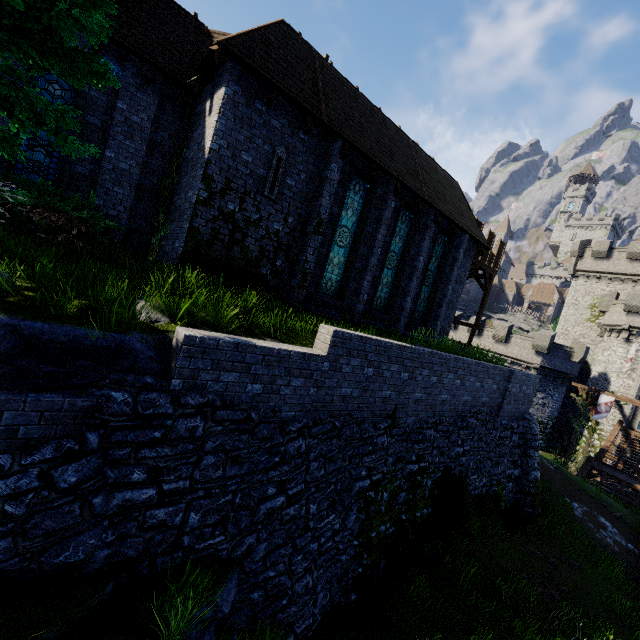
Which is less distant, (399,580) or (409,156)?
(399,580)

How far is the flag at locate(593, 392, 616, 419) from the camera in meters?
23.6

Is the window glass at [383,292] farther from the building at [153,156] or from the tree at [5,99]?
the tree at [5,99]

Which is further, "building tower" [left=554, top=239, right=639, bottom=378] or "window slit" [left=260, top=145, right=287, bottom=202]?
"building tower" [left=554, top=239, right=639, bottom=378]

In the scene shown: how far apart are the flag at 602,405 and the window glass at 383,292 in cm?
2127

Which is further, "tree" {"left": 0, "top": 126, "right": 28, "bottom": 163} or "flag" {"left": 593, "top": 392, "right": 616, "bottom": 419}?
"flag" {"left": 593, "top": 392, "right": 616, "bottom": 419}

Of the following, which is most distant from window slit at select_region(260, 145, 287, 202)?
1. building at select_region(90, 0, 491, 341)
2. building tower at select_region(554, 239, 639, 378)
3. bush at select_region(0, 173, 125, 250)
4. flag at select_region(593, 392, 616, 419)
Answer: building tower at select_region(554, 239, 639, 378)

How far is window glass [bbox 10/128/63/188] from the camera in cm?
885
